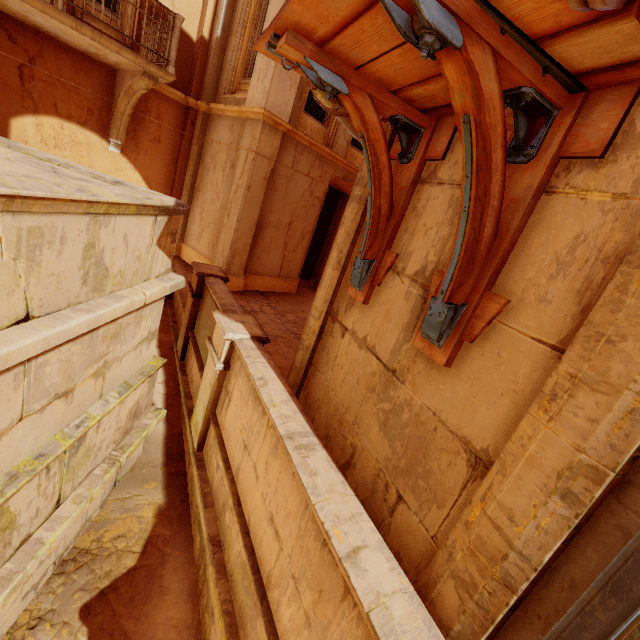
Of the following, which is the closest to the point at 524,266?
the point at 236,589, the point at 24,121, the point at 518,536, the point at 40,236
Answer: the point at 518,536

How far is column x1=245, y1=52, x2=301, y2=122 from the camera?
7.4m

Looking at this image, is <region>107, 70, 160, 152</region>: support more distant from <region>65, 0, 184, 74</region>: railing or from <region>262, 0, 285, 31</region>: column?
<region>262, 0, 285, 31</region>: column

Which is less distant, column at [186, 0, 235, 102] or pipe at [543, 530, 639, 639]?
pipe at [543, 530, 639, 639]

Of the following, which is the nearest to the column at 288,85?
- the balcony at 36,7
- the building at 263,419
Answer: the balcony at 36,7

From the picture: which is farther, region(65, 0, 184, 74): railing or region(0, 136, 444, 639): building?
region(65, 0, 184, 74): railing

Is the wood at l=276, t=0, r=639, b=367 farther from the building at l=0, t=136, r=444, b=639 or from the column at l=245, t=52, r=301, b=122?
the column at l=245, t=52, r=301, b=122

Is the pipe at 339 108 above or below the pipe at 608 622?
above
